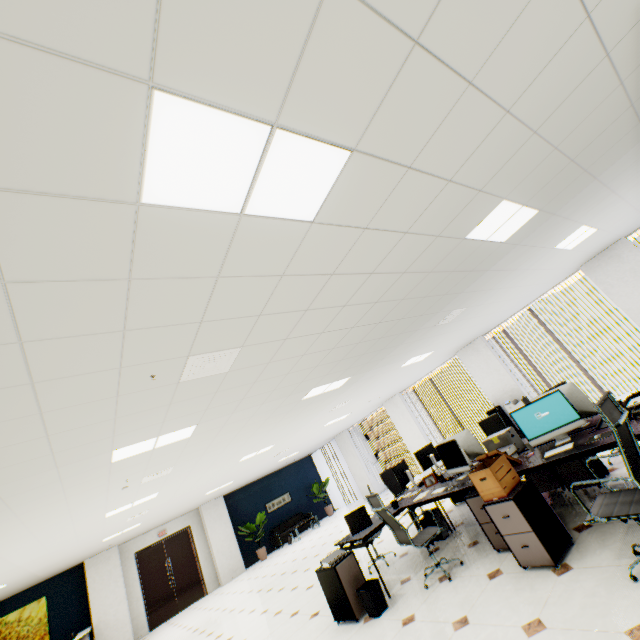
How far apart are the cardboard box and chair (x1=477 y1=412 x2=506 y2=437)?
2.0m

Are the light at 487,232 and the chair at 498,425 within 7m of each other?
yes

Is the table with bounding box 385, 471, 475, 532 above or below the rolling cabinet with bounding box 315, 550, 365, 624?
above

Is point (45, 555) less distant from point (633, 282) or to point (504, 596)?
point (504, 596)

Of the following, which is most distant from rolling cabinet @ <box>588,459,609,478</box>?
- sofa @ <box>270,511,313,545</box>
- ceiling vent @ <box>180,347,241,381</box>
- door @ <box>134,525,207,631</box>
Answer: door @ <box>134,525,207,631</box>

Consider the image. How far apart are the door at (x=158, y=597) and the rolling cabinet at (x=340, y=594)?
11.2m

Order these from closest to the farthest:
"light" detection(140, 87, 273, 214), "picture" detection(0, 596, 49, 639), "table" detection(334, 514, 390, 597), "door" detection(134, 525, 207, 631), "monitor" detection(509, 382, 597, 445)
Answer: "light" detection(140, 87, 273, 214), "monitor" detection(509, 382, 597, 445), "table" detection(334, 514, 390, 597), "picture" detection(0, 596, 49, 639), "door" detection(134, 525, 207, 631)

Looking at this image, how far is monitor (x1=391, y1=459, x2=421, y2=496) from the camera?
5.38m
